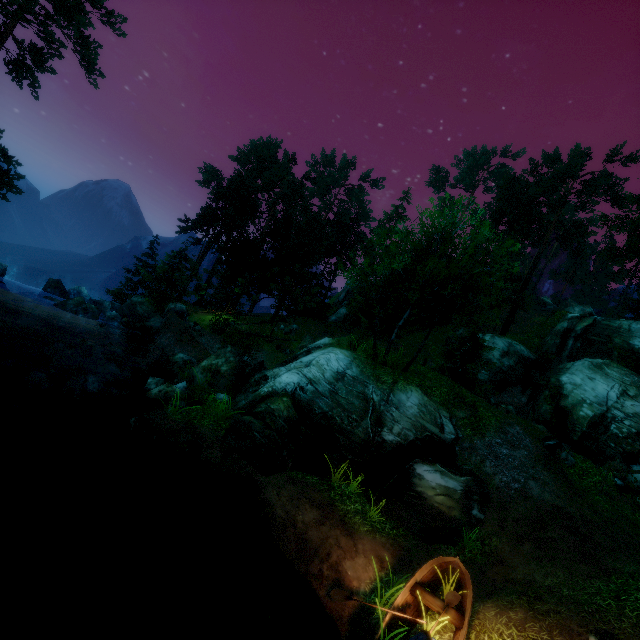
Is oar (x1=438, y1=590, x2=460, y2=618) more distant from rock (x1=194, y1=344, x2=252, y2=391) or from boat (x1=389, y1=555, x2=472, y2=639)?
rock (x1=194, y1=344, x2=252, y2=391)

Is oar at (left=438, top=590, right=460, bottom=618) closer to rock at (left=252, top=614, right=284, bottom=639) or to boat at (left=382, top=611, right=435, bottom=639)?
boat at (left=382, top=611, right=435, bottom=639)

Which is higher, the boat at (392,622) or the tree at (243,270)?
the tree at (243,270)

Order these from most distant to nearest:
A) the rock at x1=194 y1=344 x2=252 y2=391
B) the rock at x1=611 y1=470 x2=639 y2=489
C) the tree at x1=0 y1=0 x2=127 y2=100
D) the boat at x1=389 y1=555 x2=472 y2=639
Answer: the tree at x1=0 y1=0 x2=127 y2=100 → the rock at x1=611 y1=470 x2=639 y2=489 → the rock at x1=194 y1=344 x2=252 y2=391 → the boat at x1=389 y1=555 x2=472 y2=639

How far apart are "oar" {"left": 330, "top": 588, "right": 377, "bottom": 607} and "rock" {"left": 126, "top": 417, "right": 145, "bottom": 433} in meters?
7.4

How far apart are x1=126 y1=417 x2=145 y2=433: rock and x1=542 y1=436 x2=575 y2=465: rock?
18.98m

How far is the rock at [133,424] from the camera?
10.6m

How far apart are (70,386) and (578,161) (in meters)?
49.97
